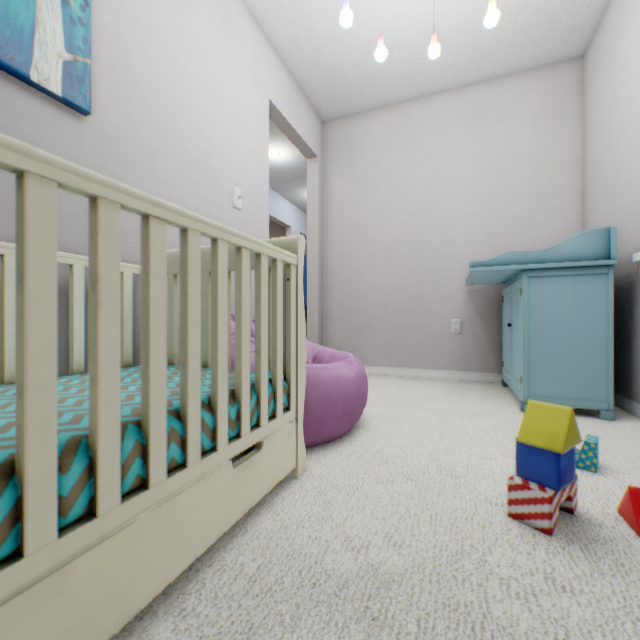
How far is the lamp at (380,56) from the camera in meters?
1.7

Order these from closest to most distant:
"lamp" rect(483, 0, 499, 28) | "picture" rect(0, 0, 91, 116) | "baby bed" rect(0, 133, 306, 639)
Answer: "baby bed" rect(0, 133, 306, 639) < "picture" rect(0, 0, 91, 116) < "lamp" rect(483, 0, 499, 28)

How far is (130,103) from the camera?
1.31m

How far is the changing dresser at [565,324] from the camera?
1.7m

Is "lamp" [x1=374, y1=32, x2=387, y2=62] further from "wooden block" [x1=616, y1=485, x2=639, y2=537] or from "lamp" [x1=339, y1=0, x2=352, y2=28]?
"wooden block" [x1=616, y1=485, x2=639, y2=537]

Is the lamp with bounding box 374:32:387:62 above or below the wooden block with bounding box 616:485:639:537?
above

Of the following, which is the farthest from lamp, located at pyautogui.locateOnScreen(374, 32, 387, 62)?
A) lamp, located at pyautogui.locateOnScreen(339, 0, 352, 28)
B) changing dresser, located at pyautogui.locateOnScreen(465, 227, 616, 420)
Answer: changing dresser, located at pyautogui.locateOnScreen(465, 227, 616, 420)

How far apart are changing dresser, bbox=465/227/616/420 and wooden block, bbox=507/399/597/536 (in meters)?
1.02
